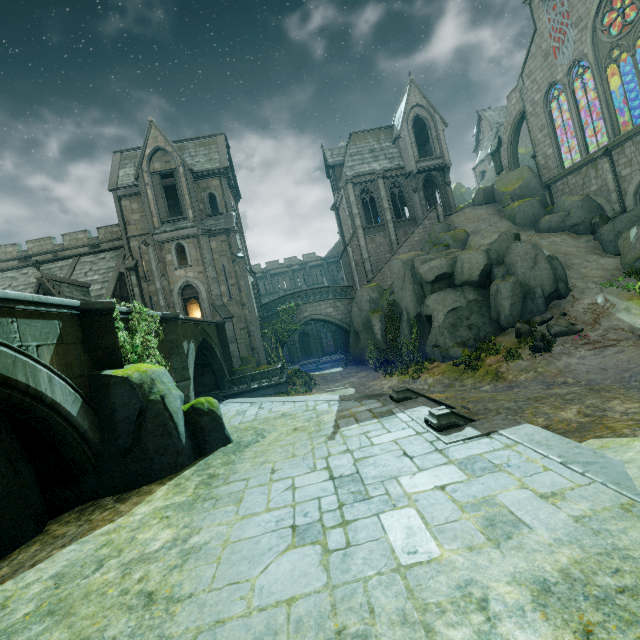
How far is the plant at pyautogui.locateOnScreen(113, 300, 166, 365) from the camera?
9.9m

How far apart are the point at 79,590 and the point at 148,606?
1.5 meters

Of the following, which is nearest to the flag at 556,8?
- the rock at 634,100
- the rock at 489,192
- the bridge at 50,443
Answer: the rock at 489,192

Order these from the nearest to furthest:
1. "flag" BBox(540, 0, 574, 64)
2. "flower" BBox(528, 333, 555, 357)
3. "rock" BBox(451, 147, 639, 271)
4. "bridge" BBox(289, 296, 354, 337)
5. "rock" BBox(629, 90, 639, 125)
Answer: "flower" BBox(528, 333, 555, 357), "rock" BBox(451, 147, 639, 271), "flag" BBox(540, 0, 574, 64), "rock" BBox(629, 90, 639, 125), "bridge" BBox(289, 296, 354, 337)

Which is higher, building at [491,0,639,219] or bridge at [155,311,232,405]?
building at [491,0,639,219]

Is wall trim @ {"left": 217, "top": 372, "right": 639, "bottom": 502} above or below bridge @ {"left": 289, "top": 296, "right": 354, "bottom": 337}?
below

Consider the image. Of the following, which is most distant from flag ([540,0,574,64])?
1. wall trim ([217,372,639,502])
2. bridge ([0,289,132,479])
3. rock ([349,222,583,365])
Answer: bridge ([0,289,132,479])

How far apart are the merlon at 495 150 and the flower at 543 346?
24.03m
